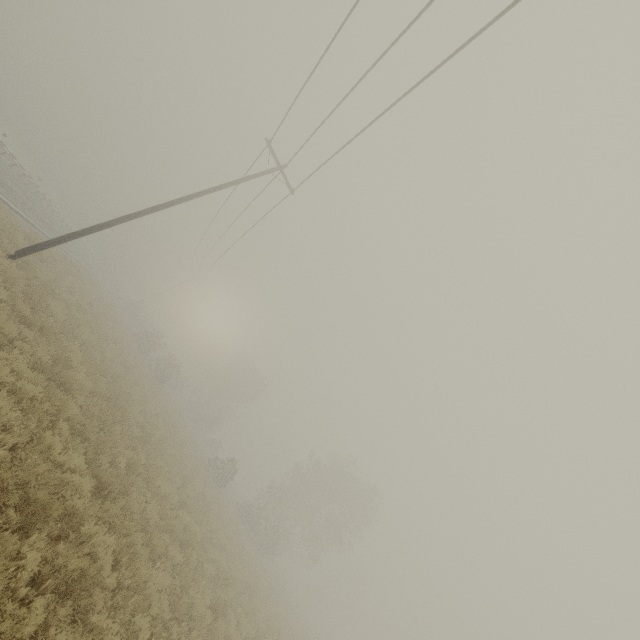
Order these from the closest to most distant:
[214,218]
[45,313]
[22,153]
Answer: [45,313], [214,218], [22,153]
